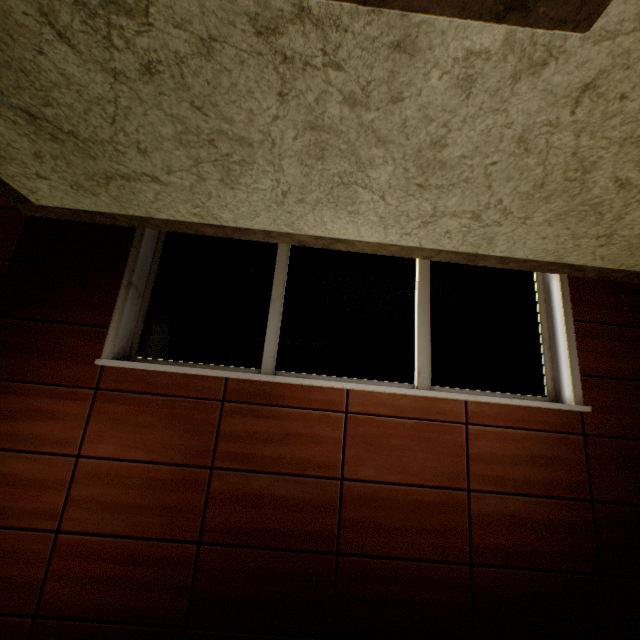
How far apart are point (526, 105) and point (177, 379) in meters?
2.8 m
